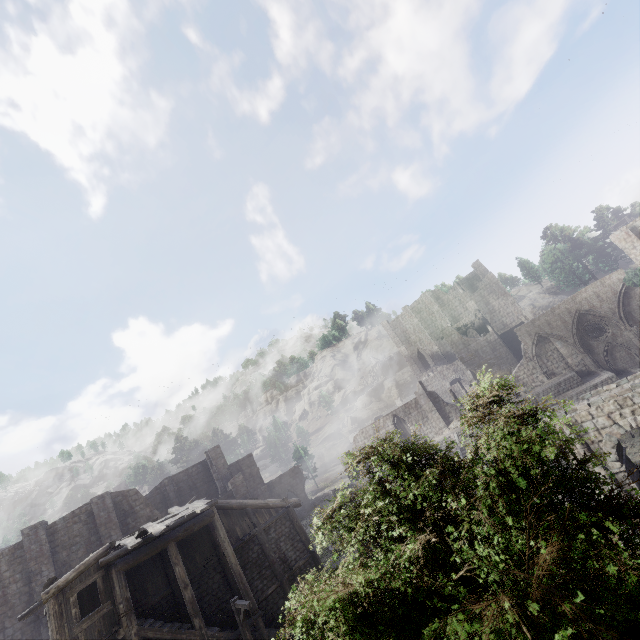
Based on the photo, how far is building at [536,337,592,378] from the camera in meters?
31.2 m

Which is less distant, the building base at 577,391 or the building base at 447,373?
the building base at 577,391

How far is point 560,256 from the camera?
59.7 meters

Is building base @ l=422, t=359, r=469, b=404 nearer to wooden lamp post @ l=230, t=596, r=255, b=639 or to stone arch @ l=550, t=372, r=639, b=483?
stone arch @ l=550, t=372, r=639, b=483

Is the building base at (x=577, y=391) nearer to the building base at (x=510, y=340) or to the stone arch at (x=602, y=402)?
the stone arch at (x=602, y=402)

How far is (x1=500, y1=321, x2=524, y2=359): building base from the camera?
47.6m

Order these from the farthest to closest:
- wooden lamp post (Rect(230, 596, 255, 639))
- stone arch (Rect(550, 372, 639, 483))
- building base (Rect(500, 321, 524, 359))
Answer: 1. building base (Rect(500, 321, 524, 359))
2. stone arch (Rect(550, 372, 639, 483))
3. wooden lamp post (Rect(230, 596, 255, 639))
